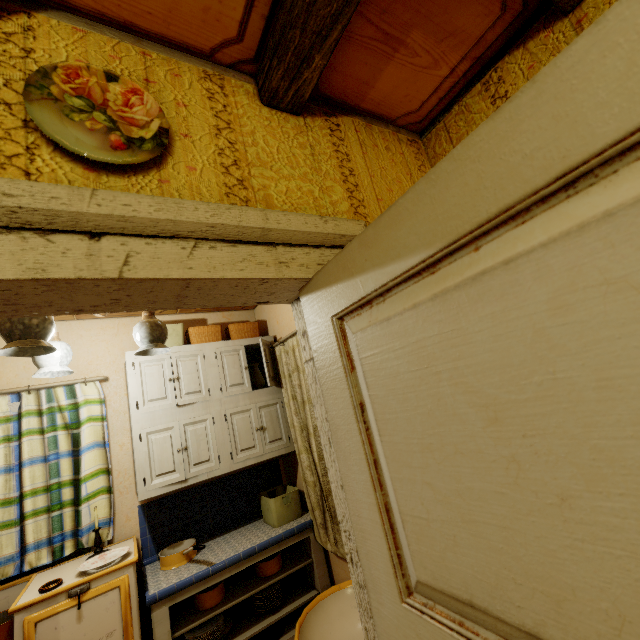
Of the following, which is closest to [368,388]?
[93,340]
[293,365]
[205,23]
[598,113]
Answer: [598,113]

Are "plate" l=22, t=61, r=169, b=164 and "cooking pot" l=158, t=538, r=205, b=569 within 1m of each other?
no

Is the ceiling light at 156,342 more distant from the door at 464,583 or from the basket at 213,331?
the door at 464,583

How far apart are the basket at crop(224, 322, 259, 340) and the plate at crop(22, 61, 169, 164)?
2.44m

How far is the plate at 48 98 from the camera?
0.74m

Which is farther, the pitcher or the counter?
the pitcher

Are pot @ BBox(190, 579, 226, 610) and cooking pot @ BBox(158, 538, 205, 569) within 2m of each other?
yes

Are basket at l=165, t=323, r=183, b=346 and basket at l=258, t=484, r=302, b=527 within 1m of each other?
no
